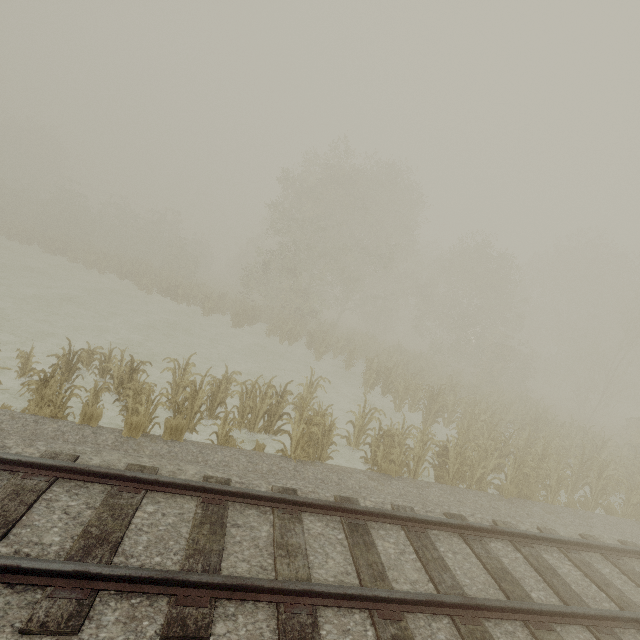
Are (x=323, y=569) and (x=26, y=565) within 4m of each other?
yes
